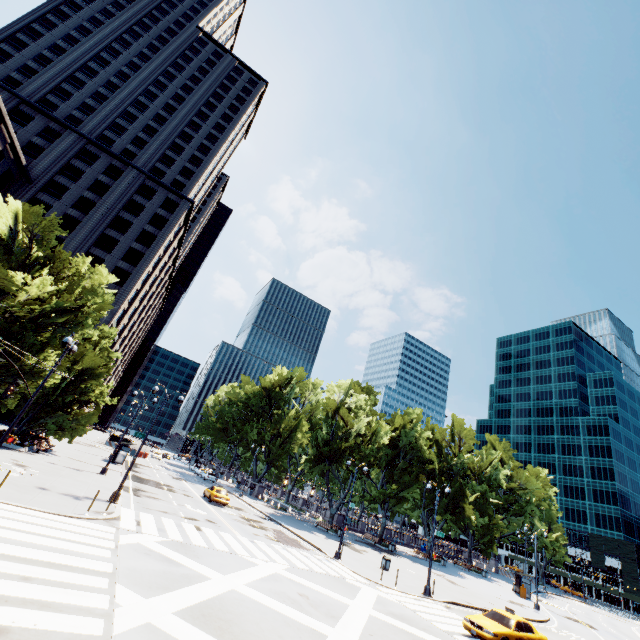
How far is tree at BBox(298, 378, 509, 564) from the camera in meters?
44.2

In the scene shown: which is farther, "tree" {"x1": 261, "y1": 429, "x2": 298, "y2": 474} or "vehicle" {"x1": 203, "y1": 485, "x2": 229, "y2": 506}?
"tree" {"x1": 261, "y1": 429, "x2": 298, "y2": 474}

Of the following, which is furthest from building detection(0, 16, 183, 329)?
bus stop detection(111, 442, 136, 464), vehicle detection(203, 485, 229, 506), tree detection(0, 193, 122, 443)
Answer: vehicle detection(203, 485, 229, 506)

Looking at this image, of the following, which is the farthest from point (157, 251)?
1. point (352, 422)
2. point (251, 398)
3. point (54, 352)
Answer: point (352, 422)

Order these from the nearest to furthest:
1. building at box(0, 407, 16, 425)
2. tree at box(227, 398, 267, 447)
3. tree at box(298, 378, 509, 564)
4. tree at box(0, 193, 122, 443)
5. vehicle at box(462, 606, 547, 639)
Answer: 1. vehicle at box(462, 606, 547, 639)
2. tree at box(0, 193, 122, 443)
3. building at box(0, 407, 16, 425)
4. tree at box(298, 378, 509, 564)
5. tree at box(227, 398, 267, 447)

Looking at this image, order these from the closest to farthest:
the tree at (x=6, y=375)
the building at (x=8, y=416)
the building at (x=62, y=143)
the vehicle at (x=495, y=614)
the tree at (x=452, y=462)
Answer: the vehicle at (x=495, y=614), the tree at (x=6, y=375), the building at (x=8, y=416), the tree at (x=452, y=462), the building at (x=62, y=143)

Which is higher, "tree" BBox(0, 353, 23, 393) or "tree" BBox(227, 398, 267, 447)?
"tree" BBox(227, 398, 267, 447)

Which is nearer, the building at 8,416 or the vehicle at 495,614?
the vehicle at 495,614
